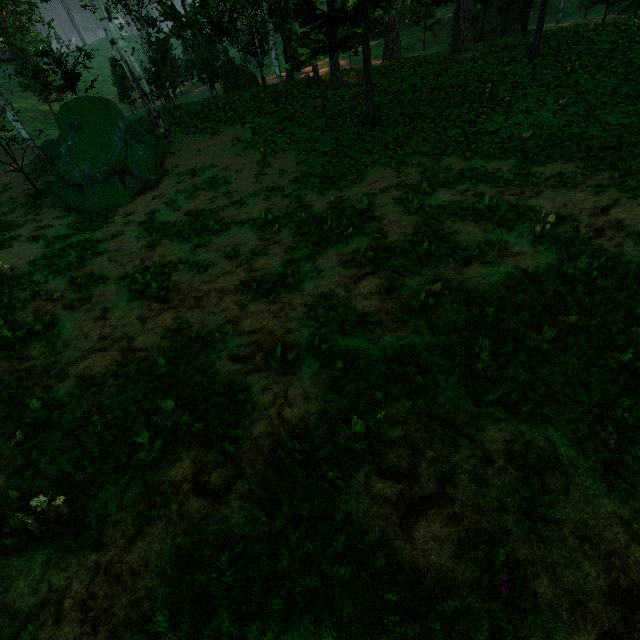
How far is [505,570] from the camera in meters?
3.7 m

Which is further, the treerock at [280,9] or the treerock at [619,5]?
the treerock at [280,9]

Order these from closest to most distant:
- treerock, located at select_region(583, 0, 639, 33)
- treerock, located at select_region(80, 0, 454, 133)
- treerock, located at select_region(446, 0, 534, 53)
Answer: treerock, located at select_region(583, 0, 639, 33) < treerock, located at select_region(80, 0, 454, 133) < treerock, located at select_region(446, 0, 534, 53)

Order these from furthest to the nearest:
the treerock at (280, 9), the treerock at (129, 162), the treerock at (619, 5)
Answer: the treerock at (129, 162)
the treerock at (280, 9)
the treerock at (619, 5)

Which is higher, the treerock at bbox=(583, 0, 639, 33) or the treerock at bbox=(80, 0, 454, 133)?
the treerock at bbox=(80, 0, 454, 133)

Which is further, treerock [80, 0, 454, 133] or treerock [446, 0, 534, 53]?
treerock [446, 0, 534, 53]
